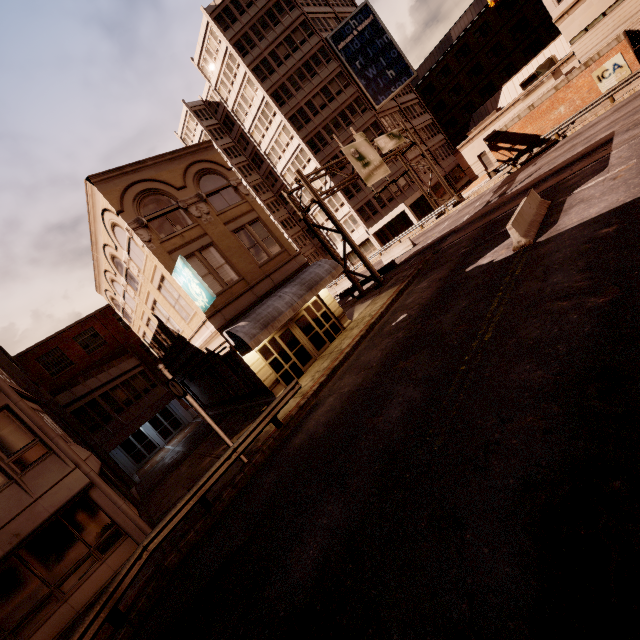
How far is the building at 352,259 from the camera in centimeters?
4919cm

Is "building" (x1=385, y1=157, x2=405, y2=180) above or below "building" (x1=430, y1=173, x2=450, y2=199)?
above

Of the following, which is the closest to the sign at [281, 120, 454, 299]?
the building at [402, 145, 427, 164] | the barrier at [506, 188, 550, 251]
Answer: the building at [402, 145, 427, 164]

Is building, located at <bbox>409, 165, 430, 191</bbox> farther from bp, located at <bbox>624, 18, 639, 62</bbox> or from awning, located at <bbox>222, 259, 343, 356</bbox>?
awning, located at <bbox>222, 259, 343, 356</bbox>

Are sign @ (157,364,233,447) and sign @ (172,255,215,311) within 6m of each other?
yes

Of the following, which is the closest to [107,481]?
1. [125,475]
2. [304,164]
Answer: [125,475]

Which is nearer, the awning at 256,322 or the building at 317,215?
the awning at 256,322

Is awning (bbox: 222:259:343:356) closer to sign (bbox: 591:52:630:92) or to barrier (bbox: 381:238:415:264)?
barrier (bbox: 381:238:415:264)
